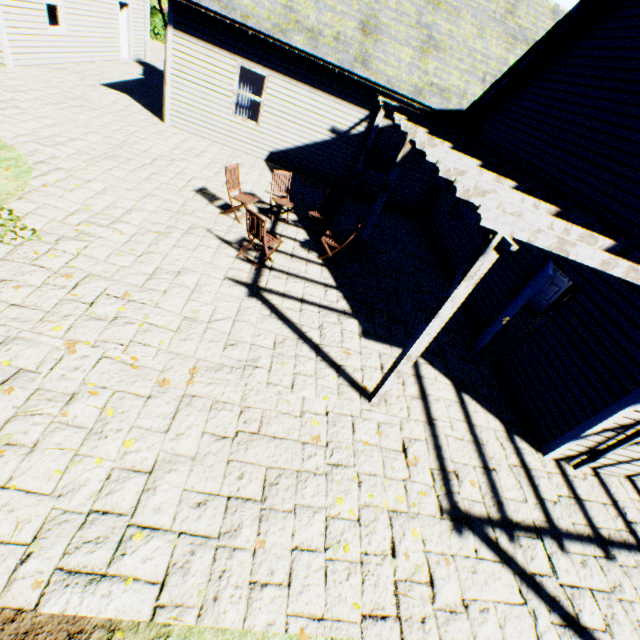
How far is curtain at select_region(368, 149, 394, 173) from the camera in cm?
1188

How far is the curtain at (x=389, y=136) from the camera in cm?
1141

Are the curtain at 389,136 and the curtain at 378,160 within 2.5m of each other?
yes

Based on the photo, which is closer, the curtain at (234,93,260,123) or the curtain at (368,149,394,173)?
the curtain at (234,93,260,123)

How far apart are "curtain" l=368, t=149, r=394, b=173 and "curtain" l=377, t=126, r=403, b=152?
0.1 meters

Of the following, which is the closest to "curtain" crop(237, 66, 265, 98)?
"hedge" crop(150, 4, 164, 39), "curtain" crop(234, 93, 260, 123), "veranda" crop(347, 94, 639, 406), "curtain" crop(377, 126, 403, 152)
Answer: "curtain" crop(234, 93, 260, 123)

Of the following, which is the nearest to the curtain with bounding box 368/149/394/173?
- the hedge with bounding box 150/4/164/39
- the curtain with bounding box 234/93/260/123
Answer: the curtain with bounding box 234/93/260/123

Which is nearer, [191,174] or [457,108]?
[191,174]
